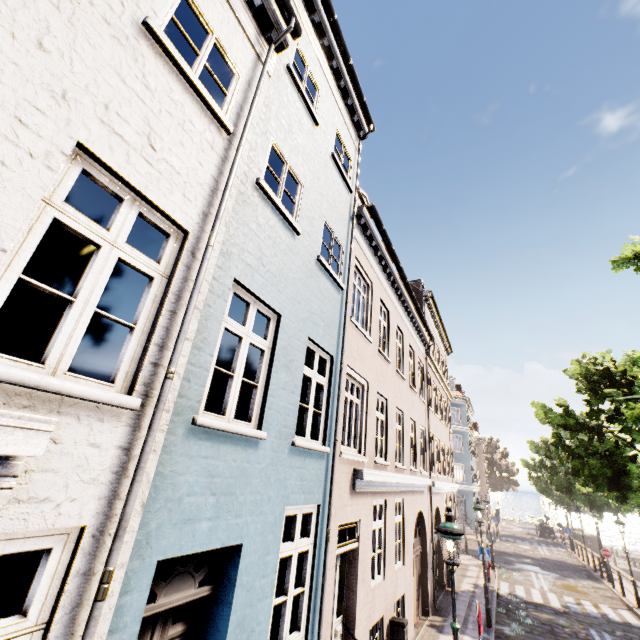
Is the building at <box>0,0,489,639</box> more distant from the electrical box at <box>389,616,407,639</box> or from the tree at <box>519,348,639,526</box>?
the electrical box at <box>389,616,407,639</box>

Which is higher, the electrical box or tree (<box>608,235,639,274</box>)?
tree (<box>608,235,639,274</box>)

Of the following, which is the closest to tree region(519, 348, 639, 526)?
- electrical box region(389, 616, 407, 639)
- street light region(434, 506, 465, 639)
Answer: street light region(434, 506, 465, 639)

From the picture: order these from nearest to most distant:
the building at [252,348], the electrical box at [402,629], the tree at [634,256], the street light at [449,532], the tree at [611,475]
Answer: the building at [252,348] < the street light at [449,532] < the tree at [634,256] < the electrical box at [402,629] < the tree at [611,475]

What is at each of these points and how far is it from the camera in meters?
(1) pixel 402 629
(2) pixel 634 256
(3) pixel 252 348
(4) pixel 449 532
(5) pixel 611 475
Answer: (1) electrical box, 7.6 m
(2) tree, 6.8 m
(3) building, 8.3 m
(4) street light, 5.5 m
(5) tree, 13.4 m

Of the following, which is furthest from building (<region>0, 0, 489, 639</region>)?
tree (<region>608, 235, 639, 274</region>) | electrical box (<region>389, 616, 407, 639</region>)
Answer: electrical box (<region>389, 616, 407, 639</region>)

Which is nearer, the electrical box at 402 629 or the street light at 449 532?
the street light at 449 532
